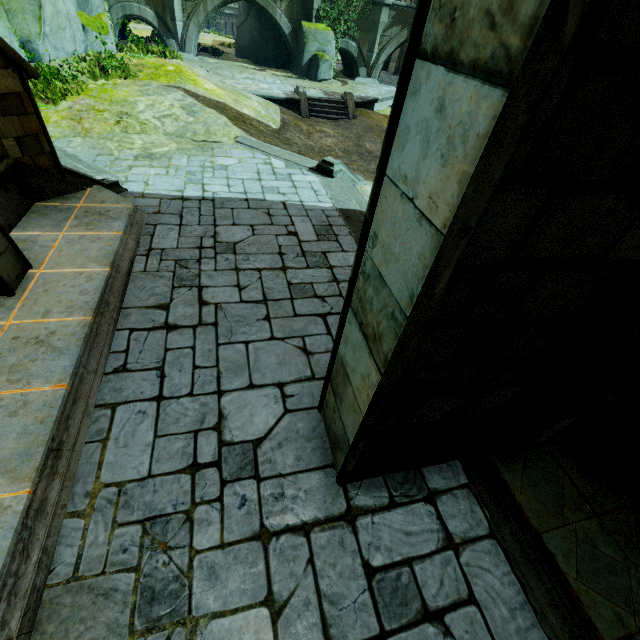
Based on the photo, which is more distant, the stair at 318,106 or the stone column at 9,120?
the stair at 318,106

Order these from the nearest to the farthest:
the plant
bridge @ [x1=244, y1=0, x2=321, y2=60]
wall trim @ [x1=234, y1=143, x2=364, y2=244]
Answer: wall trim @ [x1=234, y1=143, x2=364, y2=244], bridge @ [x1=244, y1=0, x2=321, y2=60], the plant

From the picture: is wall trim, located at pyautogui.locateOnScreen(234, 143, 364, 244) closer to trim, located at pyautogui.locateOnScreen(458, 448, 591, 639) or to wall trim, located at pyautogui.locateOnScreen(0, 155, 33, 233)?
trim, located at pyautogui.locateOnScreen(458, 448, 591, 639)

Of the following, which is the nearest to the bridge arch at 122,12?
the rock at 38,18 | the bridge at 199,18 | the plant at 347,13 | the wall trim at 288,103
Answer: the bridge at 199,18

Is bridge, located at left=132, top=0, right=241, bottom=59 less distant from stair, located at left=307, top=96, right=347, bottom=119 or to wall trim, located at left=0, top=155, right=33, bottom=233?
stair, located at left=307, top=96, right=347, bottom=119

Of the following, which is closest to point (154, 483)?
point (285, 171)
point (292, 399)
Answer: point (292, 399)

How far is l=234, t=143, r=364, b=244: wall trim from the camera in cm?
791

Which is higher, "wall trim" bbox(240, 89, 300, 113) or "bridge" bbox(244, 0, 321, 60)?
"bridge" bbox(244, 0, 321, 60)
